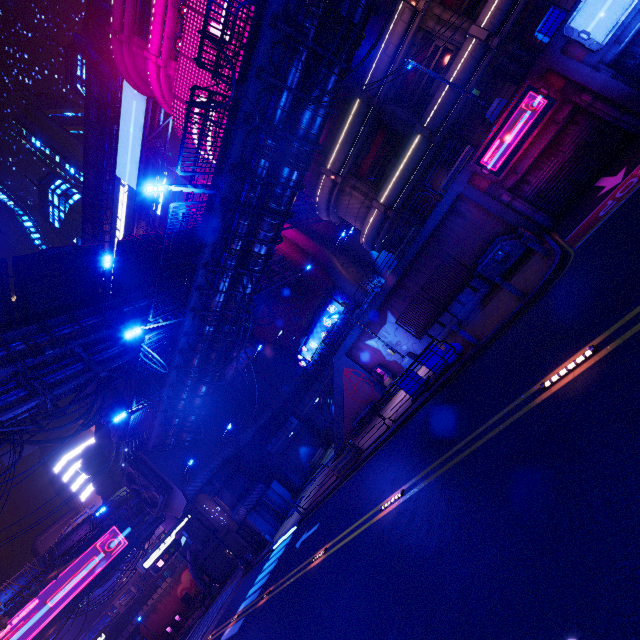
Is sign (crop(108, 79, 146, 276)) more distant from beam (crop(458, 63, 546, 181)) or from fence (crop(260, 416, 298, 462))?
beam (crop(458, 63, 546, 181))

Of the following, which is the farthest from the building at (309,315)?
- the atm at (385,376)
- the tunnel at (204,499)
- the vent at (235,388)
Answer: the atm at (385,376)

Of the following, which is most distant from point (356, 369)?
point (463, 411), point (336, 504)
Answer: point (463, 411)

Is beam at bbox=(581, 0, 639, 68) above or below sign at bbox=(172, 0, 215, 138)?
below

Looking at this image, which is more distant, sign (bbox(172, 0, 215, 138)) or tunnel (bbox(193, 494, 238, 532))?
tunnel (bbox(193, 494, 238, 532))

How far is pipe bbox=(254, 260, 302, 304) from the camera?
31.1m

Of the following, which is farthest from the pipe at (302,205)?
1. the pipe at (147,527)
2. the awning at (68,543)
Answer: the pipe at (147,527)

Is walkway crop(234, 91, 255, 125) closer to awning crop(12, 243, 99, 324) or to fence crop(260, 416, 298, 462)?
fence crop(260, 416, 298, 462)
